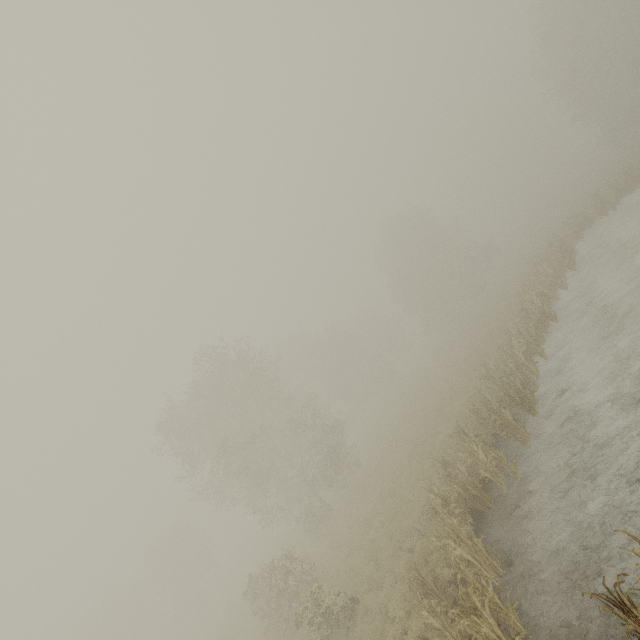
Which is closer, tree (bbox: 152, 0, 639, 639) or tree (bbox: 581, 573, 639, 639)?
tree (bbox: 581, 573, 639, 639)

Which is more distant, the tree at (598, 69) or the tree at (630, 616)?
the tree at (598, 69)

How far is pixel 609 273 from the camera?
18.0m
